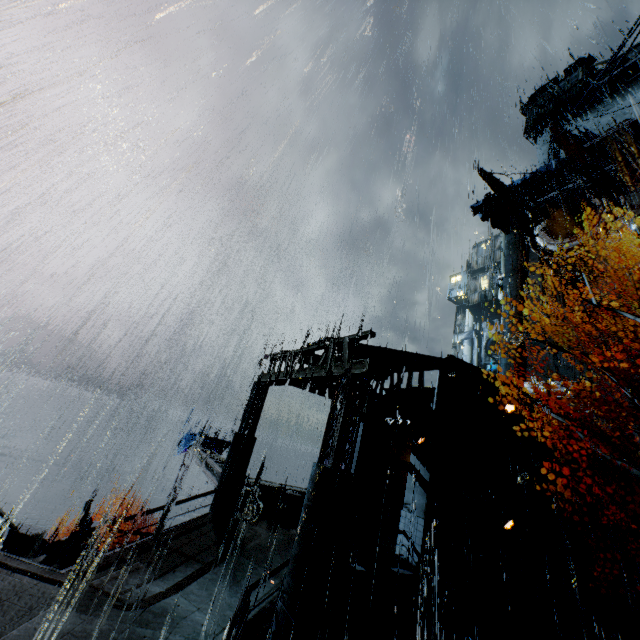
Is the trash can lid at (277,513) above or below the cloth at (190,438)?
below

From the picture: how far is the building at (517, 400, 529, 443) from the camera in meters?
17.0

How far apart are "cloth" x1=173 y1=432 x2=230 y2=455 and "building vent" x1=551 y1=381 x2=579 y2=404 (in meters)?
28.94

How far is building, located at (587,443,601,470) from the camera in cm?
1961

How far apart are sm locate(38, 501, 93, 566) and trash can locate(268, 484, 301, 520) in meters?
8.2

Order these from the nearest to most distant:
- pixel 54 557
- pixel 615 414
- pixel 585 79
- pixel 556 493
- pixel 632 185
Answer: pixel 54 557 → pixel 556 493 → pixel 615 414 → pixel 632 185 → pixel 585 79

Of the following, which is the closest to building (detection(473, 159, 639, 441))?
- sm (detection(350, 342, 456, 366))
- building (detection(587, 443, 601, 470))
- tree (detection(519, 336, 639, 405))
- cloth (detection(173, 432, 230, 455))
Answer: sm (detection(350, 342, 456, 366))

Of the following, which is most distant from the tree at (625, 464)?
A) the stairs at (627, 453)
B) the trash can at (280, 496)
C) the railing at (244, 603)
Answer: the trash can at (280, 496)
